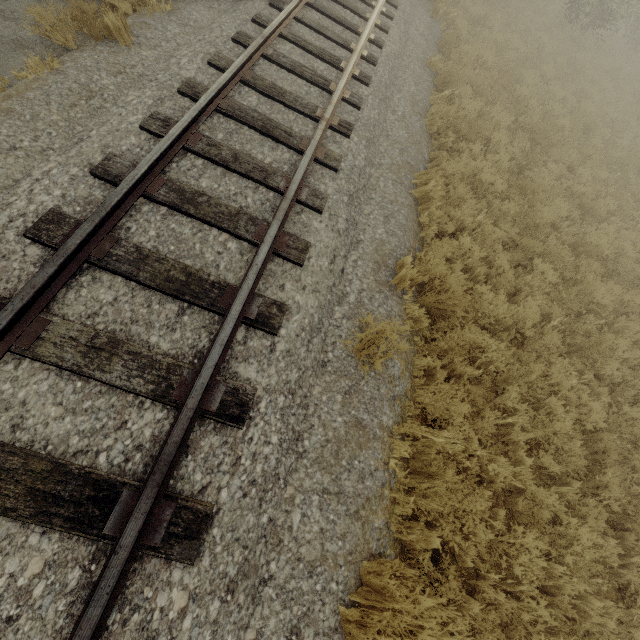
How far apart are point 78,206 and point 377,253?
3.6 meters
